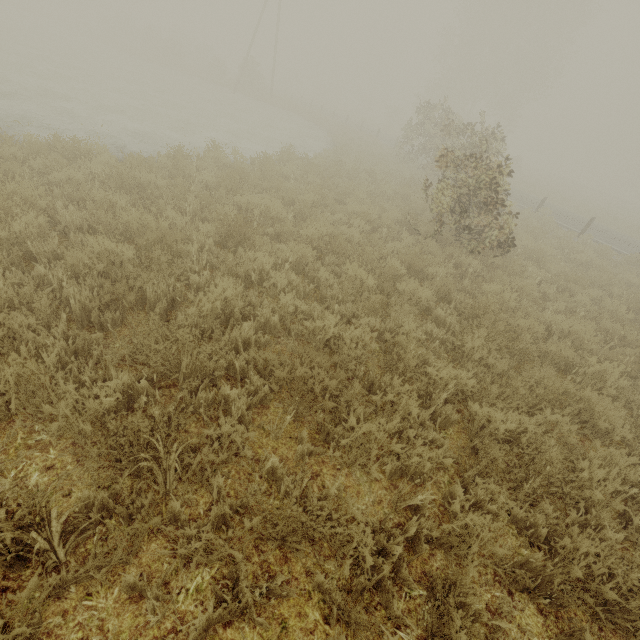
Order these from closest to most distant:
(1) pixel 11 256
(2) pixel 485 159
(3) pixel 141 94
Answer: (1) pixel 11 256 < (2) pixel 485 159 < (3) pixel 141 94
